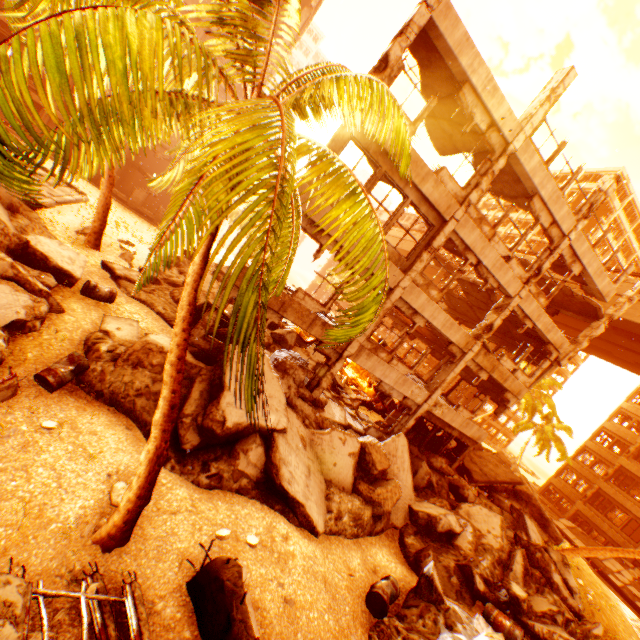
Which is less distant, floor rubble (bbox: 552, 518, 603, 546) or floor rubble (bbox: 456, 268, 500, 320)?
floor rubble (bbox: 456, 268, 500, 320)

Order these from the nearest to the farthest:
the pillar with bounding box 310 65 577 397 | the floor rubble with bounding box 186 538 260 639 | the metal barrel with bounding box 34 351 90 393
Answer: the floor rubble with bounding box 186 538 260 639
the metal barrel with bounding box 34 351 90 393
the pillar with bounding box 310 65 577 397

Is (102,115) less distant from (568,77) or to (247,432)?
(247,432)

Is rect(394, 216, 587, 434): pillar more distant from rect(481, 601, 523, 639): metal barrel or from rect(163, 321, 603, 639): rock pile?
rect(481, 601, 523, 639): metal barrel

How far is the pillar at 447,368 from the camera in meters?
13.2 m

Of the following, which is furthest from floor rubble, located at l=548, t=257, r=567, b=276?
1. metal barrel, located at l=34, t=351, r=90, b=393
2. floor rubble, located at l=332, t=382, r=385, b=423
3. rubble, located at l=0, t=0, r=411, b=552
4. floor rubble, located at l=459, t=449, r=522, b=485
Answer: metal barrel, located at l=34, t=351, r=90, b=393

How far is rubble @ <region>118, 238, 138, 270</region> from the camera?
14.44m

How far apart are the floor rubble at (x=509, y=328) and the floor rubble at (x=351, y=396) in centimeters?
834cm
